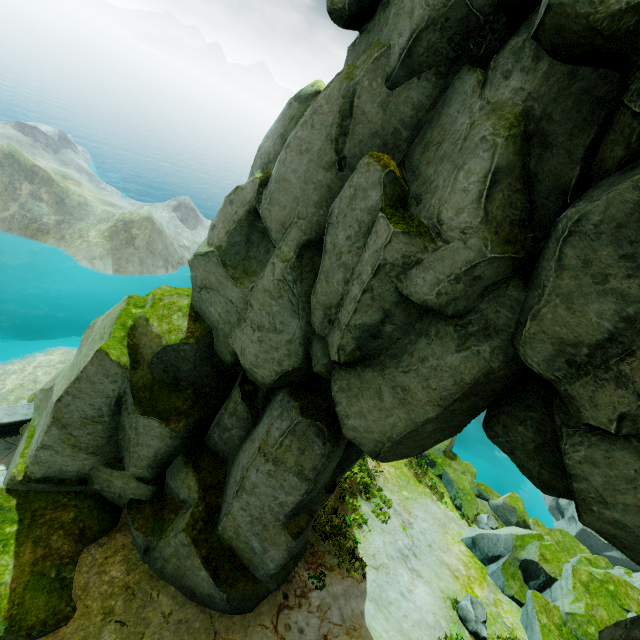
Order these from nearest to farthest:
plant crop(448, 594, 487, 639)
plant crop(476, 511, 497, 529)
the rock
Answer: the rock < plant crop(448, 594, 487, 639) < plant crop(476, 511, 497, 529)

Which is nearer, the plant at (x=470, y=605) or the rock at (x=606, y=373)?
the rock at (x=606, y=373)

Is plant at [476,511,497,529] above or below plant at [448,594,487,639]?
below

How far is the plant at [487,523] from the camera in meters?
20.4 m

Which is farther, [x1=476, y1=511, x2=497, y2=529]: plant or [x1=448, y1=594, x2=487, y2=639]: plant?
[x1=476, y1=511, x2=497, y2=529]: plant

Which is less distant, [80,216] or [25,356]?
[25,356]

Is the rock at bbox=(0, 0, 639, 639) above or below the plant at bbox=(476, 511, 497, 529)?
above

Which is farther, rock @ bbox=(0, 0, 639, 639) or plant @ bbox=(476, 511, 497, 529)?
plant @ bbox=(476, 511, 497, 529)
